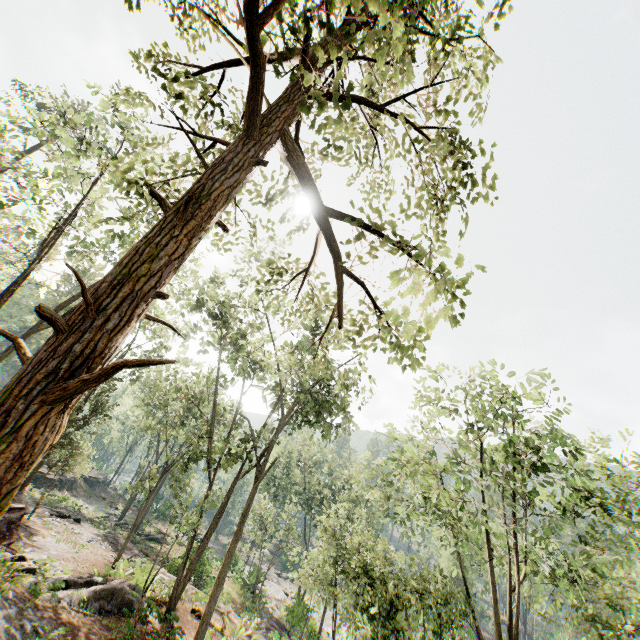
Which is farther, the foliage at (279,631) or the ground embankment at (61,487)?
the ground embankment at (61,487)

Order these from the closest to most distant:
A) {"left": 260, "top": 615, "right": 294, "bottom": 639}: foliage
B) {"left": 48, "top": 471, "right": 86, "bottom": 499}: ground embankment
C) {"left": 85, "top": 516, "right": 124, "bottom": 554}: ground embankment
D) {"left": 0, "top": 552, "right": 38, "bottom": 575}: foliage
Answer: {"left": 0, "top": 552, "right": 38, "bottom": 575}: foliage → {"left": 260, "top": 615, "right": 294, "bottom": 639}: foliage → {"left": 85, "top": 516, "right": 124, "bottom": 554}: ground embankment → {"left": 48, "top": 471, "right": 86, "bottom": 499}: ground embankment

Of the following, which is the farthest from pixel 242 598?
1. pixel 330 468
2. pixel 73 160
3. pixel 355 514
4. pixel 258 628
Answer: pixel 73 160

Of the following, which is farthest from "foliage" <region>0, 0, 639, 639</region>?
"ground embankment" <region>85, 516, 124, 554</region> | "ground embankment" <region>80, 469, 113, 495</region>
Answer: "ground embankment" <region>85, 516, 124, 554</region>

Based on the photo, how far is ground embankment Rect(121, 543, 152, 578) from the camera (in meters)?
18.44

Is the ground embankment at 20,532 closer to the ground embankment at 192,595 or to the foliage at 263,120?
the foliage at 263,120

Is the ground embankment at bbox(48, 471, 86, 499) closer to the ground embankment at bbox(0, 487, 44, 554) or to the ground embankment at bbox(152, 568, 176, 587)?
the ground embankment at bbox(152, 568, 176, 587)

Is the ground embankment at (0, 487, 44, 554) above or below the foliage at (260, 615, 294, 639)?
above
